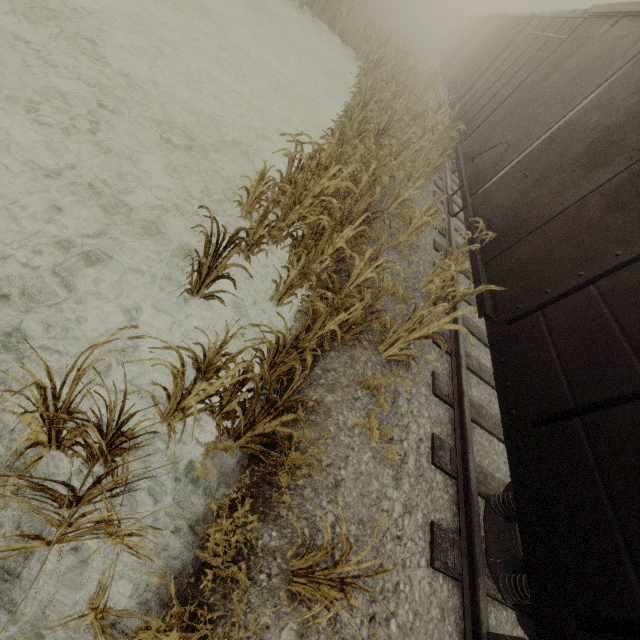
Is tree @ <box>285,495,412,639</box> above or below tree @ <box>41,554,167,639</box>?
above

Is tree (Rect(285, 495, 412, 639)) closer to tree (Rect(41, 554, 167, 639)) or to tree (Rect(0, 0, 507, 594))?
tree (Rect(41, 554, 167, 639))

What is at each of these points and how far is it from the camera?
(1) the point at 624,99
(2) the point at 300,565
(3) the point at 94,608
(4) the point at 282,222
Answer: (1) boxcar, 4.4m
(2) tree, 2.5m
(3) tree, 2.1m
(4) tree, 5.2m

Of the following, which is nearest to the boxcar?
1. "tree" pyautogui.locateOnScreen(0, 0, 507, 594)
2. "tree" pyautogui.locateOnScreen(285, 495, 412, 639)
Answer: "tree" pyautogui.locateOnScreen(0, 0, 507, 594)

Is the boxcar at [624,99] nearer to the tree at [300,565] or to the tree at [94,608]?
the tree at [300,565]

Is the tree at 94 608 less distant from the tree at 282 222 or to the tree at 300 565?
the tree at 300 565

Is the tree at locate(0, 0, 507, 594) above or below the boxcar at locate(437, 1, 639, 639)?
below

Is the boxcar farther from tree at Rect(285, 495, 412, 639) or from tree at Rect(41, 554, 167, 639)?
tree at Rect(41, 554, 167, 639)
